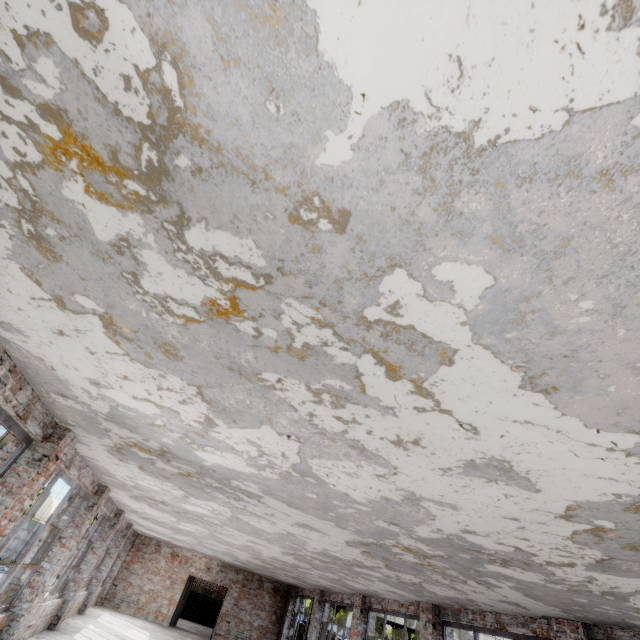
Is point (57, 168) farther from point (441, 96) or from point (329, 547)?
point (329, 547)
